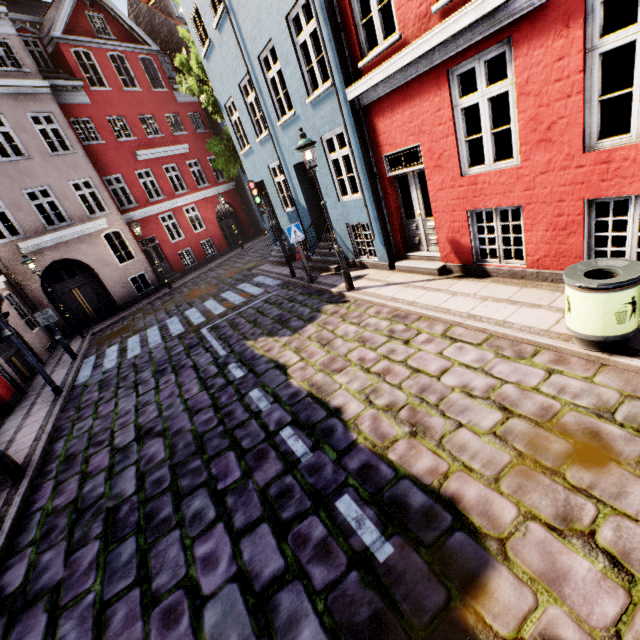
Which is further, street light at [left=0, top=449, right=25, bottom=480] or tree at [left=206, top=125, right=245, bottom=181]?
tree at [left=206, top=125, right=245, bottom=181]

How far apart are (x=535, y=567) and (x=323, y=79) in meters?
9.7 m

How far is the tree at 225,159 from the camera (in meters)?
15.30

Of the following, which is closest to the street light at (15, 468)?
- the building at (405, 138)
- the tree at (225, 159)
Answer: the building at (405, 138)

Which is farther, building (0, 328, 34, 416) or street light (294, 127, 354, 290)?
building (0, 328, 34, 416)

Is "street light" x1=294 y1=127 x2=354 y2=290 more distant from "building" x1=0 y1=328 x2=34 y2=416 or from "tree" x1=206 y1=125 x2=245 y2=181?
"tree" x1=206 y1=125 x2=245 y2=181

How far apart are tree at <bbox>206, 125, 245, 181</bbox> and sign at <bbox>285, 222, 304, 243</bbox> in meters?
8.9

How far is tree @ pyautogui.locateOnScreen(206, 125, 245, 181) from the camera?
15.3 meters
